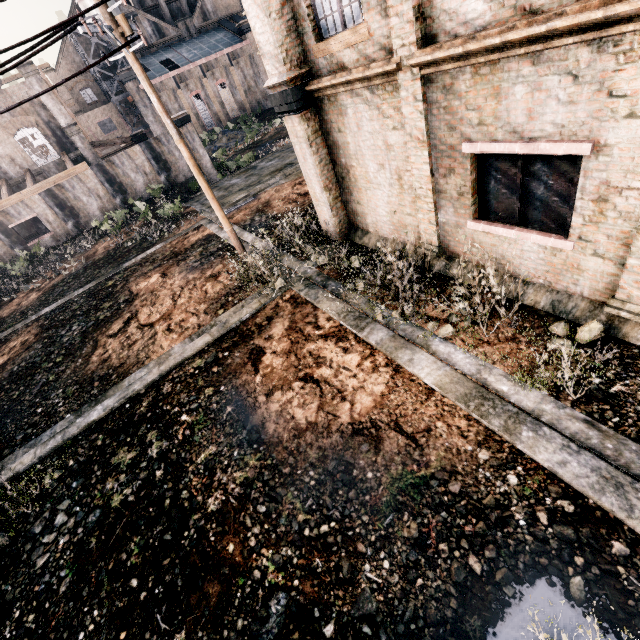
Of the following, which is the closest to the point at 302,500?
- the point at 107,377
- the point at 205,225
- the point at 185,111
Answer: the point at 107,377

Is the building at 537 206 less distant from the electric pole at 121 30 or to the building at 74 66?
the electric pole at 121 30

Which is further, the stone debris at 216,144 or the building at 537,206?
the stone debris at 216,144

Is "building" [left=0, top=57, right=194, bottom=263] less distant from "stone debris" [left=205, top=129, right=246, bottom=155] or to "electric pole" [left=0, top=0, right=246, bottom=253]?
"stone debris" [left=205, top=129, right=246, bottom=155]

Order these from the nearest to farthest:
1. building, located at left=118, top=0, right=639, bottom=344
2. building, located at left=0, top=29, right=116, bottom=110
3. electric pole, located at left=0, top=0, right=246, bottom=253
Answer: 1. building, located at left=118, top=0, right=639, bottom=344
2. electric pole, located at left=0, top=0, right=246, bottom=253
3. building, located at left=0, top=29, right=116, bottom=110

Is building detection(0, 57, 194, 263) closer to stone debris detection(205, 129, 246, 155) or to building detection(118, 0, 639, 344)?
stone debris detection(205, 129, 246, 155)

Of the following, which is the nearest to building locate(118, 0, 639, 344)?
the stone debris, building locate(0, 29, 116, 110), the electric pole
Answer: the electric pole

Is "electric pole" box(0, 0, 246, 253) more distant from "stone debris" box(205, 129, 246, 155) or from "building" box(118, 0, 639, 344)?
"stone debris" box(205, 129, 246, 155)
